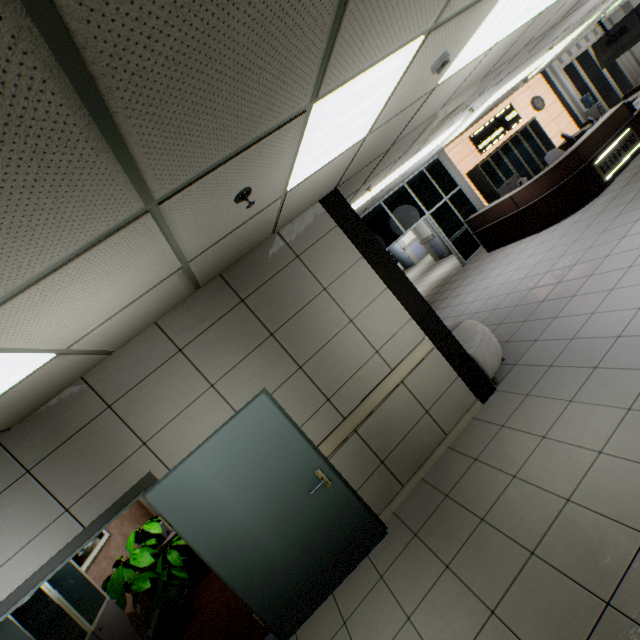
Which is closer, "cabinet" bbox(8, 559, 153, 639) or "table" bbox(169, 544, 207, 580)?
"cabinet" bbox(8, 559, 153, 639)

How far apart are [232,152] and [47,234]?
0.9 meters

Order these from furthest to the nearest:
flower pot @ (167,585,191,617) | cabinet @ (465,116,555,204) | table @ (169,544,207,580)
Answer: cabinet @ (465,116,555,204) → table @ (169,544,207,580) → flower pot @ (167,585,191,617)

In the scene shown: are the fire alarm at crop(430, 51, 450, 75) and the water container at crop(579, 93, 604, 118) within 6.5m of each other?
no

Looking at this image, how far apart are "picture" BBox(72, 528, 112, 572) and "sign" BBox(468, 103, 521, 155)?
14.2 meters

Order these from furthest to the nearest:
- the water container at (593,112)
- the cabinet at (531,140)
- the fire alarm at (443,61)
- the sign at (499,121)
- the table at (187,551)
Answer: the water container at (593,112) → the sign at (499,121) → the cabinet at (531,140) → the table at (187,551) → the fire alarm at (443,61)

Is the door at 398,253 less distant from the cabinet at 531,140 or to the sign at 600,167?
the cabinet at 531,140

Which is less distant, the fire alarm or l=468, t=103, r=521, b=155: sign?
the fire alarm
